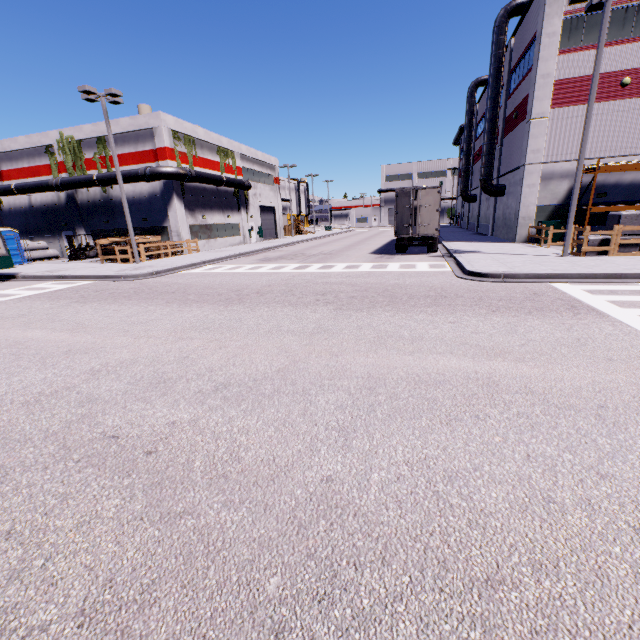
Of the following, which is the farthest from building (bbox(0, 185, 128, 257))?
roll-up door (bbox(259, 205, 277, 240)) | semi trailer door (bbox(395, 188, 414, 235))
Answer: semi trailer door (bbox(395, 188, 414, 235))

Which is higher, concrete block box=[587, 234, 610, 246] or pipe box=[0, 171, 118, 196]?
pipe box=[0, 171, 118, 196]

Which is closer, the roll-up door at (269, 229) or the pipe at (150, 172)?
the pipe at (150, 172)

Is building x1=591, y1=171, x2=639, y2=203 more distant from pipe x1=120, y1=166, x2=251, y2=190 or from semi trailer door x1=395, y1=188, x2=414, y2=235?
semi trailer door x1=395, y1=188, x2=414, y2=235

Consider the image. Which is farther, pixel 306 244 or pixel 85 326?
pixel 306 244

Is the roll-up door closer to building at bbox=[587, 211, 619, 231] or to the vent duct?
building at bbox=[587, 211, 619, 231]

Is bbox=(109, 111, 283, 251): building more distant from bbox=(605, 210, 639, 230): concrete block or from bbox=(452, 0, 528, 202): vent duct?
bbox=(605, 210, 639, 230): concrete block

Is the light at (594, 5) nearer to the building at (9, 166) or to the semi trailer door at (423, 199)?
the building at (9, 166)
